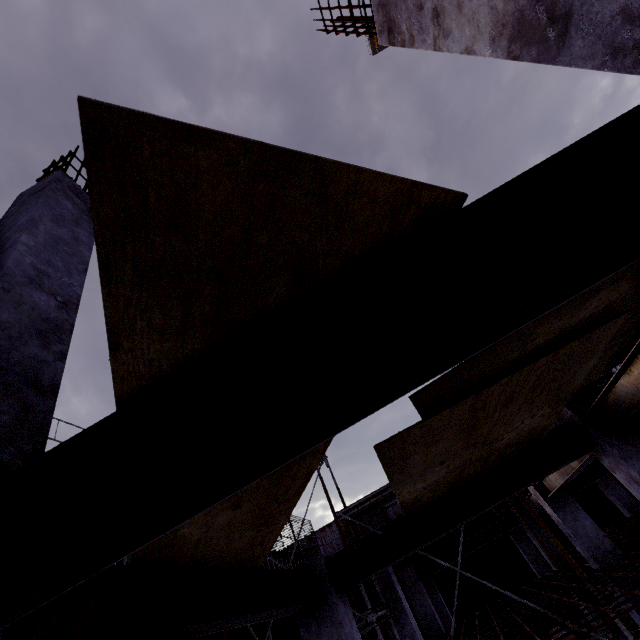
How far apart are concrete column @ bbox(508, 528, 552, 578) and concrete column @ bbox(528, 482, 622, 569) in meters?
9.4 m

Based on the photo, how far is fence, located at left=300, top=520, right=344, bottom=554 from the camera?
22.1 meters

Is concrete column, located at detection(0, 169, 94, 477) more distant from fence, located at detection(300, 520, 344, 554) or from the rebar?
fence, located at detection(300, 520, 344, 554)

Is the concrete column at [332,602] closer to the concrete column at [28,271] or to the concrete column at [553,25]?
the concrete column at [28,271]

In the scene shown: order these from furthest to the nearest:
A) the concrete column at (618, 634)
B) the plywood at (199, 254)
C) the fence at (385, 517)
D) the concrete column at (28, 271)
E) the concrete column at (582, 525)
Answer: the fence at (385, 517) → the concrete column at (618, 634) → the concrete column at (582, 525) → the concrete column at (28, 271) → the plywood at (199, 254)

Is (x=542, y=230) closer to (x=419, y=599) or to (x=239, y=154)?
(x=239, y=154)

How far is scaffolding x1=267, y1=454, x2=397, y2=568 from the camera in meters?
7.8 m

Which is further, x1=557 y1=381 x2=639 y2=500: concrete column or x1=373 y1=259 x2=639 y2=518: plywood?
x1=557 y1=381 x2=639 y2=500: concrete column
